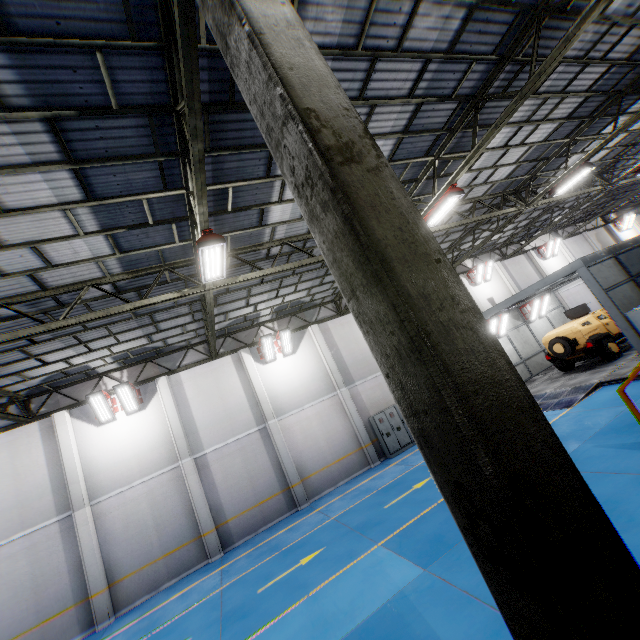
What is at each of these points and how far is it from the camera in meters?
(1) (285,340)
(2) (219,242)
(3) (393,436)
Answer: (1) light, 16.8 m
(2) light, 7.0 m
(3) cabinet, 16.4 m

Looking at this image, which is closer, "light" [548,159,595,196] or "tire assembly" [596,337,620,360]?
"light" [548,159,595,196]

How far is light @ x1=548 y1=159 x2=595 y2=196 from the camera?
12.9 meters

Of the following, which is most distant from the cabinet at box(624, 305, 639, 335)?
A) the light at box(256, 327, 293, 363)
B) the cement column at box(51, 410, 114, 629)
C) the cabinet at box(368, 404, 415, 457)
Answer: the cement column at box(51, 410, 114, 629)

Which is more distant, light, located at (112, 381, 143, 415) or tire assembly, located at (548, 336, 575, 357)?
tire assembly, located at (548, 336, 575, 357)

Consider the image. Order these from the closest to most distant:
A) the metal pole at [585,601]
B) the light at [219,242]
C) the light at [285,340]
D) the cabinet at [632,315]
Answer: the metal pole at [585,601]
the light at [219,242]
the cabinet at [632,315]
the light at [285,340]

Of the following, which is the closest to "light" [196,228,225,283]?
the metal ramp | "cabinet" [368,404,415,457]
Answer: "cabinet" [368,404,415,457]

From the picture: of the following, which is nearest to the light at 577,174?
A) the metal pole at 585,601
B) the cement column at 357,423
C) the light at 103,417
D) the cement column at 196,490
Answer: the cement column at 357,423
